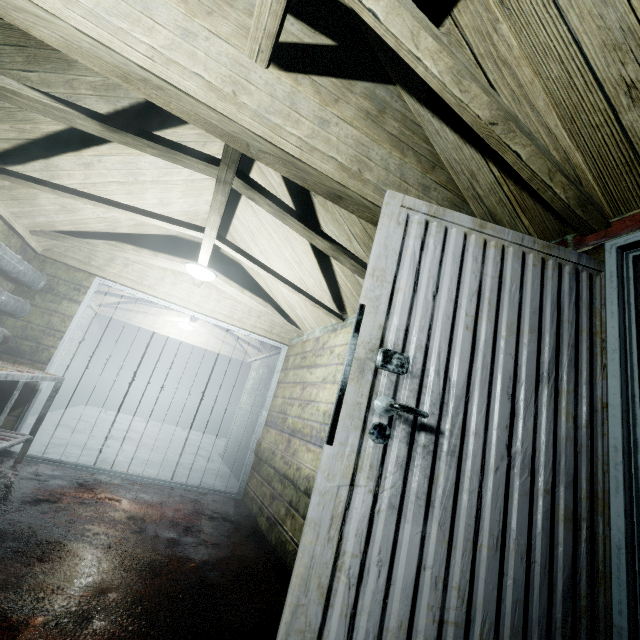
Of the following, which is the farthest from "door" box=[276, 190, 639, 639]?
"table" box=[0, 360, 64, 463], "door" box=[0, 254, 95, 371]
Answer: "door" box=[0, 254, 95, 371]

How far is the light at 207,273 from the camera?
3.33m

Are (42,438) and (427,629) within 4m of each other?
no

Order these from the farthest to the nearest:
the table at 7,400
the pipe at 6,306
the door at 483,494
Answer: the pipe at 6,306, the table at 7,400, the door at 483,494

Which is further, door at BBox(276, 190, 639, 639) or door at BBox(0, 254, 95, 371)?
door at BBox(0, 254, 95, 371)

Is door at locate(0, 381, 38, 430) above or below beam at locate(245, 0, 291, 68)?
below

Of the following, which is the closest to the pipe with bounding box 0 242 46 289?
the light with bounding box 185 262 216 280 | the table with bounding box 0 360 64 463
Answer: the table with bounding box 0 360 64 463
